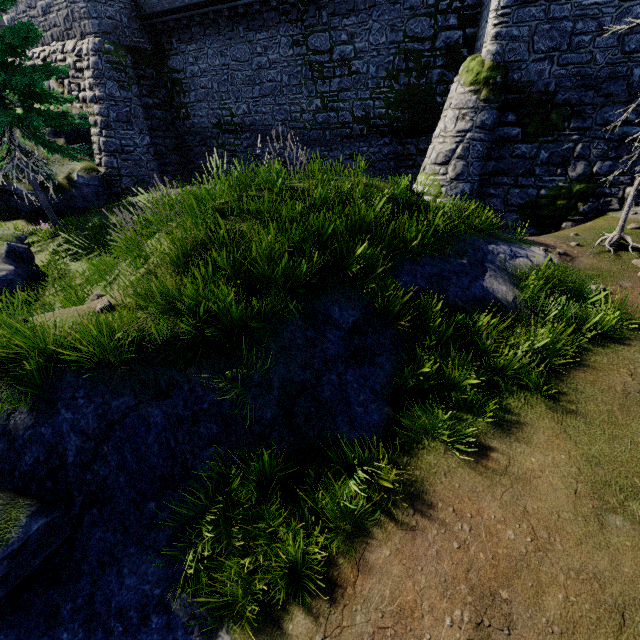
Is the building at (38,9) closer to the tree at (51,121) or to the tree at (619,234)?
the tree at (51,121)

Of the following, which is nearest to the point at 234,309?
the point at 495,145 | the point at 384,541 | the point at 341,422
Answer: the point at 341,422

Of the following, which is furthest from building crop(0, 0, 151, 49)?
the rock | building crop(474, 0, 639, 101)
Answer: building crop(474, 0, 639, 101)

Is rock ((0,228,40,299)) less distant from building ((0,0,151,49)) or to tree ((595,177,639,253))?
tree ((595,177,639,253))

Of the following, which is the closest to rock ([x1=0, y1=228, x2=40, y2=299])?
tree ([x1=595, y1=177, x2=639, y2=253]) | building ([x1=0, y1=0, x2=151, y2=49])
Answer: tree ([x1=595, y1=177, x2=639, y2=253])

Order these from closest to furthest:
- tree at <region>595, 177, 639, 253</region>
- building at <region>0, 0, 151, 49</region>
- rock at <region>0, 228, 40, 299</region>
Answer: tree at <region>595, 177, 639, 253</region> → rock at <region>0, 228, 40, 299</region> → building at <region>0, 0, 151, 49</region>

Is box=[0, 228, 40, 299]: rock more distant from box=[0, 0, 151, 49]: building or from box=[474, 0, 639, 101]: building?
box=[474, 0, 639, 101]: building

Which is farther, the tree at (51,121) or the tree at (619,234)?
the tree at (51,121)
